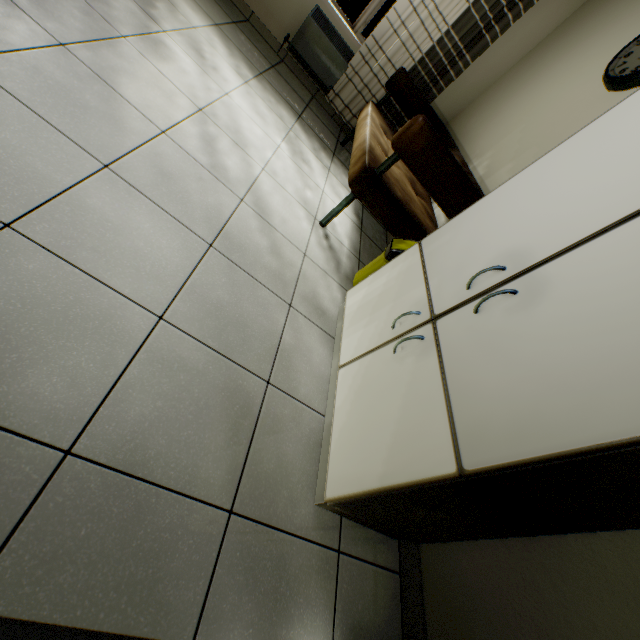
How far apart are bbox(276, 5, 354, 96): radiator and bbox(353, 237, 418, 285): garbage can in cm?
272

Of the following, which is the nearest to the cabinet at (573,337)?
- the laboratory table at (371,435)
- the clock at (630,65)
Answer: the laboratory table at (371,435)

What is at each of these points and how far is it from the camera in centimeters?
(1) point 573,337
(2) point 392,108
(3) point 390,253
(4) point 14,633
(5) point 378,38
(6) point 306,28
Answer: (1) cabinet, 85cm
(2) curtain, 386cm
(3) garbage can, 211cm
(4) door, 62cm
(5) curtain, 346cm
(6) radiator, 348cm

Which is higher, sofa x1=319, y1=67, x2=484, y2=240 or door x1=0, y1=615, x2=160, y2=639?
sofa x1=319, y1=67, x2=484, y2=240

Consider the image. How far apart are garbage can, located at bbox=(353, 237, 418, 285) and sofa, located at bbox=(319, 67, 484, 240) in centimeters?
11cm

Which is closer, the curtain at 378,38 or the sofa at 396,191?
the sofa at 396,191

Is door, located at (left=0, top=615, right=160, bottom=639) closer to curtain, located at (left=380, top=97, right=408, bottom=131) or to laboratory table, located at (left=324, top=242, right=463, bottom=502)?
laboratory table, located at (left=324, top=242, right=463, bottom=502)

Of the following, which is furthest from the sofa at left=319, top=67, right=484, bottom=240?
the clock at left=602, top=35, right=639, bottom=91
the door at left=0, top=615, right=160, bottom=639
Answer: the door at left=0, top=615, right=160, bottom=639
